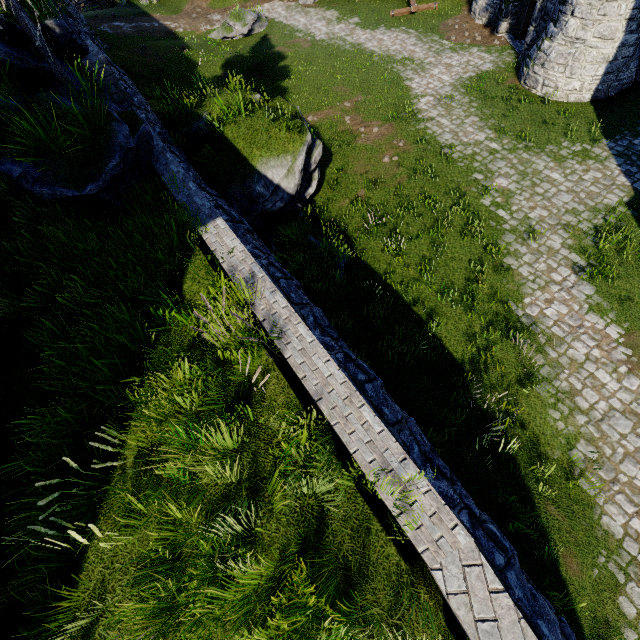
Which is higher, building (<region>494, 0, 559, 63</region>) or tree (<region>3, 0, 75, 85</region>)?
tree (<region>3, 0, 75, 85</region>)

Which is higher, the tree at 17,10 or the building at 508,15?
the tree at 17,10

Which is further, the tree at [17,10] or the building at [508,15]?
the building at [508,15]

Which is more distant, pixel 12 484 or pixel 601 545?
pixel 601 545

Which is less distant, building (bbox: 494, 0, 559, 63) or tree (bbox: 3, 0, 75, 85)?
tree (bbox: 3, 0, 75, 85)
